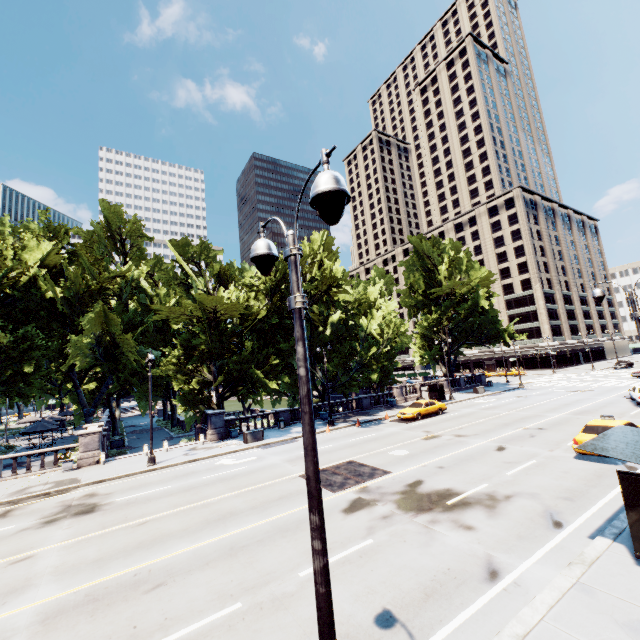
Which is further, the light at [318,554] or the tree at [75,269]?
the tree at [75,269]

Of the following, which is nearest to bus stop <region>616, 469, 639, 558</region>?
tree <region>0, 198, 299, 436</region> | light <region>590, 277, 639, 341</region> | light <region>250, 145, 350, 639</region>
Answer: light <region>590, 277, 639, 341</region>

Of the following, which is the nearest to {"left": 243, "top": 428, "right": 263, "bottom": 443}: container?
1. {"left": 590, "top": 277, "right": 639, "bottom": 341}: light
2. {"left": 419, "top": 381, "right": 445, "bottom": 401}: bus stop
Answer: {"left": 419, "top": 381, "right": 445, "bottom": 401}: bus stop

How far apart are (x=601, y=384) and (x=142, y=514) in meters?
50.6 m

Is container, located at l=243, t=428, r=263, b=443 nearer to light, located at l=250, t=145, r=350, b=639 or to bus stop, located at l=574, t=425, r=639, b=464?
bus stop, located at l=574, t=425, r=639, b=464

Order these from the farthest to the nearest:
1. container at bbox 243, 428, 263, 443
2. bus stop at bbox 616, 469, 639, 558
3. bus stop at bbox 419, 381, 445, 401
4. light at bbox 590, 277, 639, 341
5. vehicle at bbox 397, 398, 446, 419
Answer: bus stop at bbox 419, 381, 445, 401
vehicle at bbox 397, 398, 446, 419
container at bbox 243, 428, 263, 443
light at bbox 590, 277, 639, 341
bus stop at bbox 616, 469, 639, 558

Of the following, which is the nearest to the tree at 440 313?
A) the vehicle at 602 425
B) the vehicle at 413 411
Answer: the vehicle at 413 411

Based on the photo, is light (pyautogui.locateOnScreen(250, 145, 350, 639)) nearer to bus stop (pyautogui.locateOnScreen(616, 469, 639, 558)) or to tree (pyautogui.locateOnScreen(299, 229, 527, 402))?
bus stop (pyautogui.locateOnScreen(616, 469, 639, 558))
